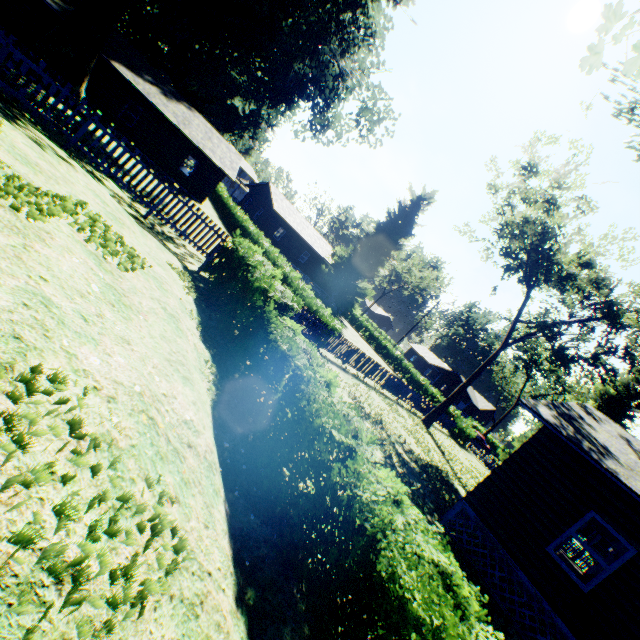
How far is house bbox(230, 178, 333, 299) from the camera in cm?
3888

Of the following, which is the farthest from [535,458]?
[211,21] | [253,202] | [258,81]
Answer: [258,81]

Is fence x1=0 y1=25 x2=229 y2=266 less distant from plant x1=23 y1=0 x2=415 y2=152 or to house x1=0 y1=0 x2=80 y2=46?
plant x1=23 y1=0 x2=415 y2=152

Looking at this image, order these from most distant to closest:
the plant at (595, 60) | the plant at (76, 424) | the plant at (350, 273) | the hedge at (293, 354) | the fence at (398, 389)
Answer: the plant at (350, 273) < the fence at (398, 389) < the plant at (595, 60) < the hedge at (293, 354) < the plant at (76, 424)

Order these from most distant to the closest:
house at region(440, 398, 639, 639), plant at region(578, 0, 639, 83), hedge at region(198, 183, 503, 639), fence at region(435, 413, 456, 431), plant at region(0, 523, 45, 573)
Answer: fence at region(435, 413, 456, 431) → house at region(440, 398, 639, 639) → plant at region(578, 0, 639, 83) → hedge at region(198, 183, 503, 639) → plant at region(0, 523, 45, 573)

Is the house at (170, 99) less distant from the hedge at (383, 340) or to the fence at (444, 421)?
the hedge at (383, 340)

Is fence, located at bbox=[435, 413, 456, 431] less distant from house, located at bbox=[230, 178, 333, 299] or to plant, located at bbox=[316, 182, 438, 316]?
plant, located at bbox=[316, 182, 438, 316]

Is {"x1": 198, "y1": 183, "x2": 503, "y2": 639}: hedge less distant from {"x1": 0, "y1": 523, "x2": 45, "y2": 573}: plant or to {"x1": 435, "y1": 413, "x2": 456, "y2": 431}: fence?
{"x1": 0, "y1": 523, "x2": 45, "y2": 573}: plant
